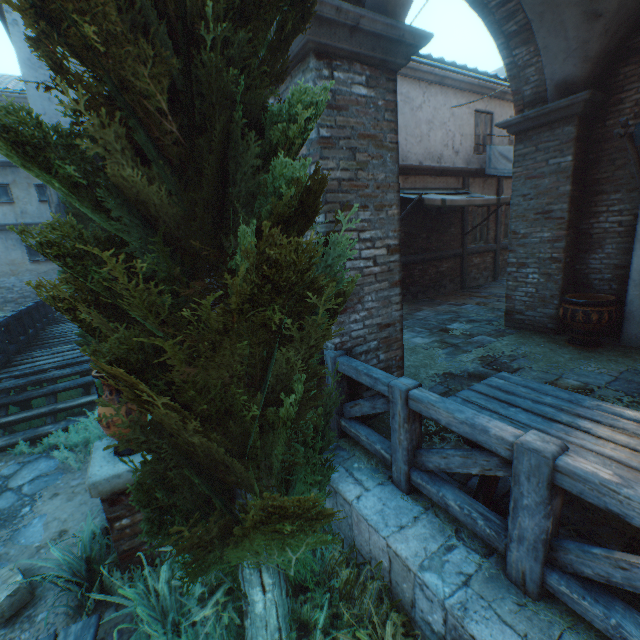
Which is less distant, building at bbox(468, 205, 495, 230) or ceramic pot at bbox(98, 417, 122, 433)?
ceramic pot at bbox(98, 417, 122, 433)

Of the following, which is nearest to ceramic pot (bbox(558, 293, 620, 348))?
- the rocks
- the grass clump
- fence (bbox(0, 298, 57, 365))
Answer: the grass clump

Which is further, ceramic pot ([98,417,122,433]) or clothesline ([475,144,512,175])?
clothesline ([475,144,512,175])

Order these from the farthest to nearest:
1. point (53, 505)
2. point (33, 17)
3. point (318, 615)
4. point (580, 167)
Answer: point (580, 167), point (53, 505), point (318, 615), point (33, 17)

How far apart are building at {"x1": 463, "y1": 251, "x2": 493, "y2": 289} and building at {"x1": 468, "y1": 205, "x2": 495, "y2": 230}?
0.2 meters

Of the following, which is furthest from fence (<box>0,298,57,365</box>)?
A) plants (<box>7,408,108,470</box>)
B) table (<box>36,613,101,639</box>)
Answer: table (<box>36,613,101,639</box>)

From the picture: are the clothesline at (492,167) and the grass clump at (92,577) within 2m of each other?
no

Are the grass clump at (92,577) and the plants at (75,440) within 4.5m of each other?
yes
